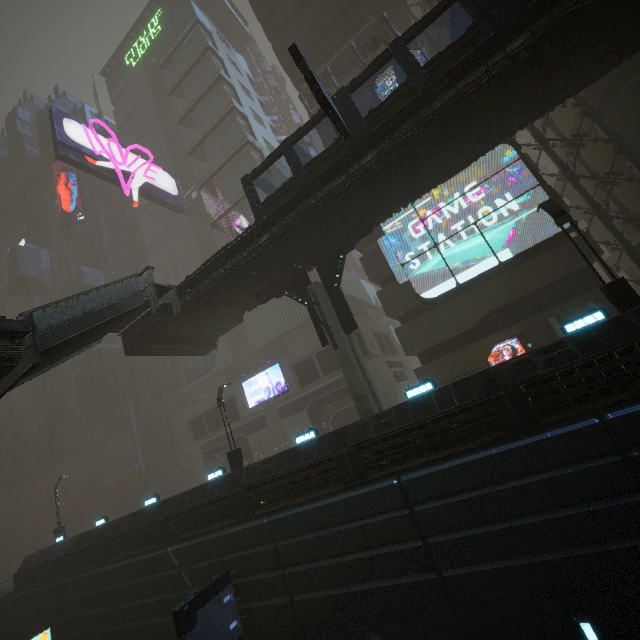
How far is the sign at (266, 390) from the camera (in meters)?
31.34

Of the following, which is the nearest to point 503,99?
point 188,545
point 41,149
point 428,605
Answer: point 428,605

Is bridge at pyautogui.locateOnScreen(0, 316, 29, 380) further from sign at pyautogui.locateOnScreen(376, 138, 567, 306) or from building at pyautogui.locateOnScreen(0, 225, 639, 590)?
sign at pyautogui.locateOnScreen(376, 138, 567, 306)

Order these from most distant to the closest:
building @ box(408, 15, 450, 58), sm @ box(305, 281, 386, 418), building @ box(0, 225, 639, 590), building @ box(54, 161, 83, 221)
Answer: building @ box(54, 161, 83, 221) → building @ box(408, 15, 450, 58) → sm @ box(305, 281, 386, 418) → building @ box(0, 225, 639, 590)

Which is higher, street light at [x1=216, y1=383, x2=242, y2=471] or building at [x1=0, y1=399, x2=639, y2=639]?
street light at [x1=216, y1=383, x2=242, y2=471]

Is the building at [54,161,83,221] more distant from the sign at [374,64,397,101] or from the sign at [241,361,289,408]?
the sign at [374,64,397,101]

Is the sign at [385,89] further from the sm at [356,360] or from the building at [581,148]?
the sm at [356,360]

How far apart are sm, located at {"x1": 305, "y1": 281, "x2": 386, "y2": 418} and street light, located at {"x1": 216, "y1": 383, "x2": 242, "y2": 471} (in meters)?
7.42
